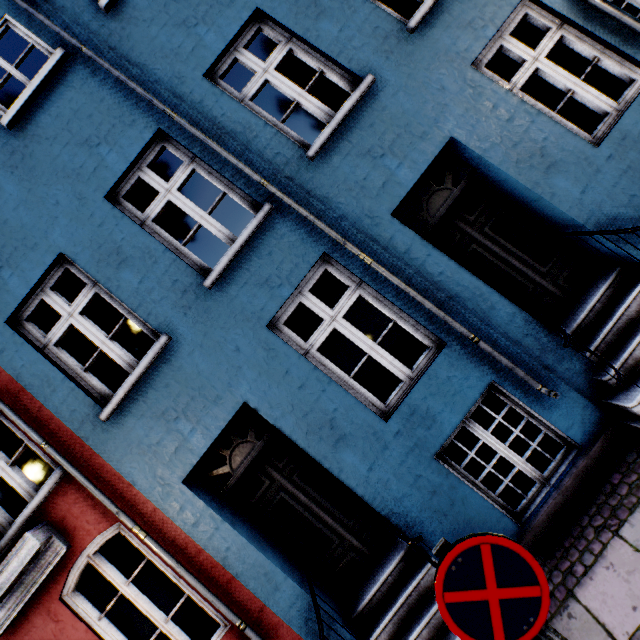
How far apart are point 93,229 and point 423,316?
4.2 meters

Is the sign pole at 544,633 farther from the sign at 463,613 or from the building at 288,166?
the building at 288,166

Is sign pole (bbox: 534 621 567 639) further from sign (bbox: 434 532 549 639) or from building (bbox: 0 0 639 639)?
building (bbox: 0 0 639 639)

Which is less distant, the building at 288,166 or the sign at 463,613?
the sign at 463,613

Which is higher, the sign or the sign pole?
the sign

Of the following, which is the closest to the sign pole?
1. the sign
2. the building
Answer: the sign

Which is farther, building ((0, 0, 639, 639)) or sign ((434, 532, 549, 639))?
building ((0, 0, 639, 639))
